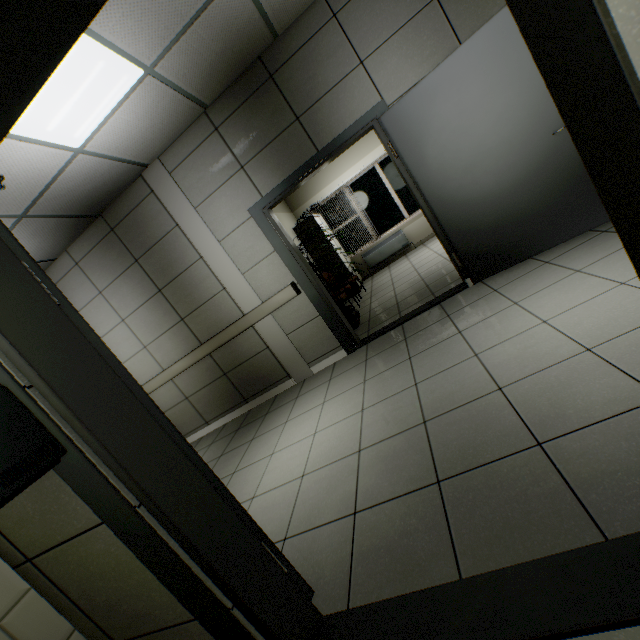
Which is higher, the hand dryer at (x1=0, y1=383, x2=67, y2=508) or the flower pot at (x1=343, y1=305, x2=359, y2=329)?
the hand dryer at (x1=0, y1=383, x2=67, y2=508)

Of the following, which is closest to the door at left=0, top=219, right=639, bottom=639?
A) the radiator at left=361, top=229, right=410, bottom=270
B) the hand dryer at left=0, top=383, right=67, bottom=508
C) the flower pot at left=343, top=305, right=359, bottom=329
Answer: the hand dryer at left=0, top=383, right=67, bottom=508

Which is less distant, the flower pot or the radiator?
the flower pot

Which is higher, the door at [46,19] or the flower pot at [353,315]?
the door at [46,19]

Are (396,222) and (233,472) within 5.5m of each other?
no

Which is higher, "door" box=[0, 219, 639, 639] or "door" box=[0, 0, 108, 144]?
"door" box=[0, 0, 108, 144]

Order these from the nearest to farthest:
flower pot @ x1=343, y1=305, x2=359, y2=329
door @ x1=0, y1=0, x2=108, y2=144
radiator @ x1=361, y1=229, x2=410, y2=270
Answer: door @ x1=0, y1=0, x2=108, y2=144, flower pot @ x1=343, y1=305, x2=359, y2=329, radiator @ x1=361, y1=229, x2=410, y2=270

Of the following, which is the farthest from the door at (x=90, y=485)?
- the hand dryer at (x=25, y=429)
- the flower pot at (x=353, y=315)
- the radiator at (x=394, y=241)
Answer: the radiator at (x=394, y=241)
